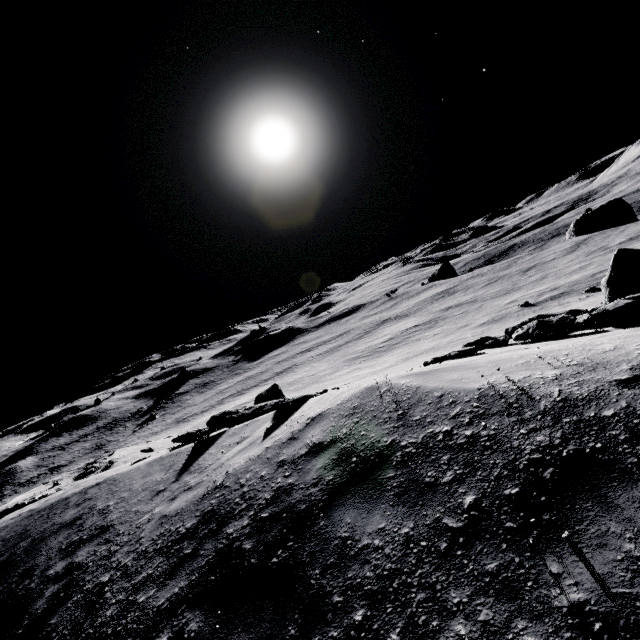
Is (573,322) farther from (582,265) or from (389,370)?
(582,265)
